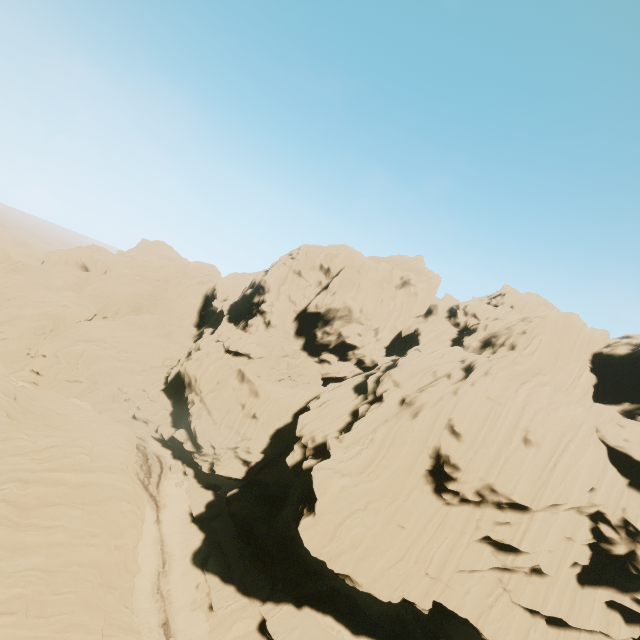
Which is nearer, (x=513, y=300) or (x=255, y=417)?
(x=255, y=417)
